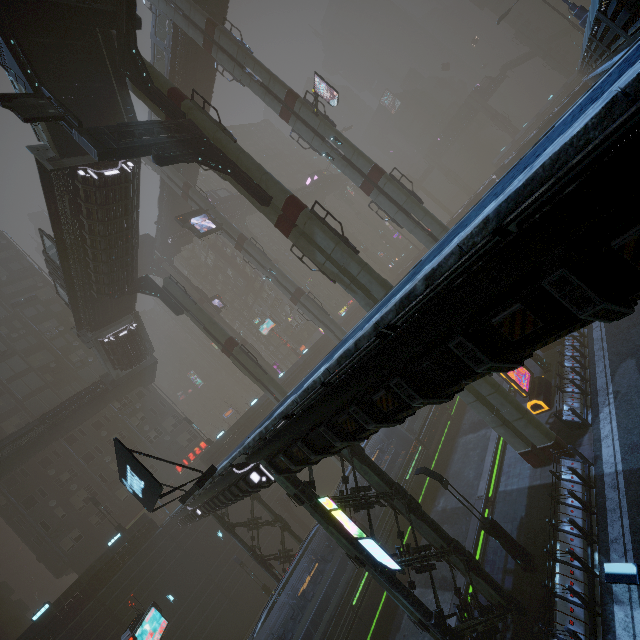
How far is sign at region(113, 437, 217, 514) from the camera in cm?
925

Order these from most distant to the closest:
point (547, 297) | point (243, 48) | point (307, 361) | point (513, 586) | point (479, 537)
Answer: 1. point (307, 361)
2. point (243, 48)
3. point (479, 537)
4. point (513, 586)
5. point (547, 297)

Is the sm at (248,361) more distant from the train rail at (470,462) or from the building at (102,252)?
the building at (102,252)

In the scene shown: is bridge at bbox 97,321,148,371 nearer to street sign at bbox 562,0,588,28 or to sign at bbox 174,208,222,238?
sign at bbox 174,208,222,238

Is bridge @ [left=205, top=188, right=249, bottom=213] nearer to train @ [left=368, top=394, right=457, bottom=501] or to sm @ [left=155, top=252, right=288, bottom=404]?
sm @ [left=155, top=252, right=288, bottom=404]

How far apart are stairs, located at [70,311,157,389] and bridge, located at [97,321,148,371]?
0.00m

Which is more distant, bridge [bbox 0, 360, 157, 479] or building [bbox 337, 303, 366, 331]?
building [bbox 337, 303, 366, 331]

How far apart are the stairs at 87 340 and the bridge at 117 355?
0.0 meters
